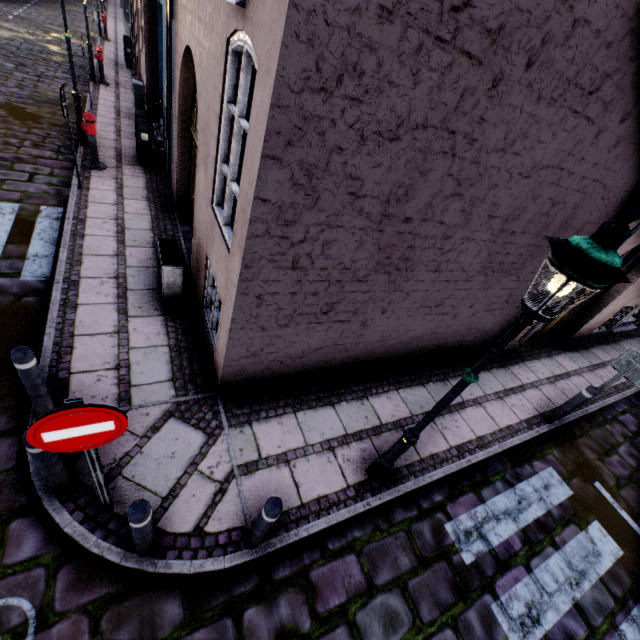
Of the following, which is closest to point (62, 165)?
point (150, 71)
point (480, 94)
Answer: point (150, 71)

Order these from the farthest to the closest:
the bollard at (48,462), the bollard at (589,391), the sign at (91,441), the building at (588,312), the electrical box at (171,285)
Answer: the building at (588,312)
the bollard at (589,391)
the electrical box at (171,285)
the bollard at (48,462)
the sign at (91,441)

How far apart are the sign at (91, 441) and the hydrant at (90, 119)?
8.3 meters

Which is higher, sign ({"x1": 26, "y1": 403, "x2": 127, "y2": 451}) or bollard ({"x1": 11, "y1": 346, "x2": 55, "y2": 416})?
sign ({"x1": 26, "y1": 403, "x2": 127, "y2": 451})

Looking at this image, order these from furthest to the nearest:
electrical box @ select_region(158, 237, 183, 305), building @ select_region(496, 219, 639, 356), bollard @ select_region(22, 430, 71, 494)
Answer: building @ select_region(496, 219, 639, 356)
electrical box @ select_region(158, 237, 183, 305)
bollard @ select_region(22, 430, 71, 494)

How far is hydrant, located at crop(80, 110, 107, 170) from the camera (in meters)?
7.39

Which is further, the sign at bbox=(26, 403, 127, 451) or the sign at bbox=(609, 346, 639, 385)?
the sign at bbox=(609, 346, 639, 385)

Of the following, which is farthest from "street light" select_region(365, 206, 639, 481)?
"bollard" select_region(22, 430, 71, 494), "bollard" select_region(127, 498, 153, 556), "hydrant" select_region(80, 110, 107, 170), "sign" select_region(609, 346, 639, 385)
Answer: "hydrant" select_region(80, 110, 107, 170)
